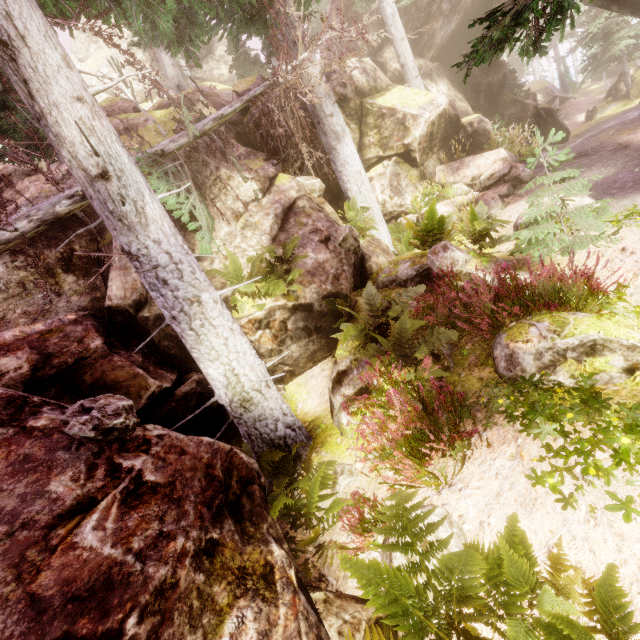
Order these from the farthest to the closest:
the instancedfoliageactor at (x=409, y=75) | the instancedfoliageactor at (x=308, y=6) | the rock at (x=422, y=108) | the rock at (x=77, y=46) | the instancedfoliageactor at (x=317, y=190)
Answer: the rock at (x=77, y=46)
the instancedfoliageactor at (x=409, y=75)
the rock at (x=422, y=108)
the instancedfoliageactor at (x=308, y=6)
the instancedfoliageactor at (x=317, y=190)

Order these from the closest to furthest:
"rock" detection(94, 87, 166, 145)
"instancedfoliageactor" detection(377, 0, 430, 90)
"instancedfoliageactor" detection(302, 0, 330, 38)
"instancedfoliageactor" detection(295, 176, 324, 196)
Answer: "instancedfoliageactor" detection(295, 176, 324, 196) < "rock" detection(94, 87, 166, 145) < "instancedfoliageactor" detection(302, 0, 330, 38) < "instancedfoliageactor" detection(377, 0, 430, 90)

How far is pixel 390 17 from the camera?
15.2 meters

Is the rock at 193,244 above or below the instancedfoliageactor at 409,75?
below

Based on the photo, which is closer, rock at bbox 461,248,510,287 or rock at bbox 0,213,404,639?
rock at bbox 0,213,404,639

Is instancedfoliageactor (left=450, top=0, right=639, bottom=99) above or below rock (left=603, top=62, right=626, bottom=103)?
above

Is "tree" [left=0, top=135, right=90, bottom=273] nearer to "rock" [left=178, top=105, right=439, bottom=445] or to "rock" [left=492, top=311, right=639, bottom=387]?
"rock" [left=178, top=105, right=439, bottom=445]

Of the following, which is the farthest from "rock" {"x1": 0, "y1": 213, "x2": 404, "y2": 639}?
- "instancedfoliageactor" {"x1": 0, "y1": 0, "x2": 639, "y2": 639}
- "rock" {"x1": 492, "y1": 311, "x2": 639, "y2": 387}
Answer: "rock" {"x1": 492, "y1": 311, "x2": 639, "y2": 387}
